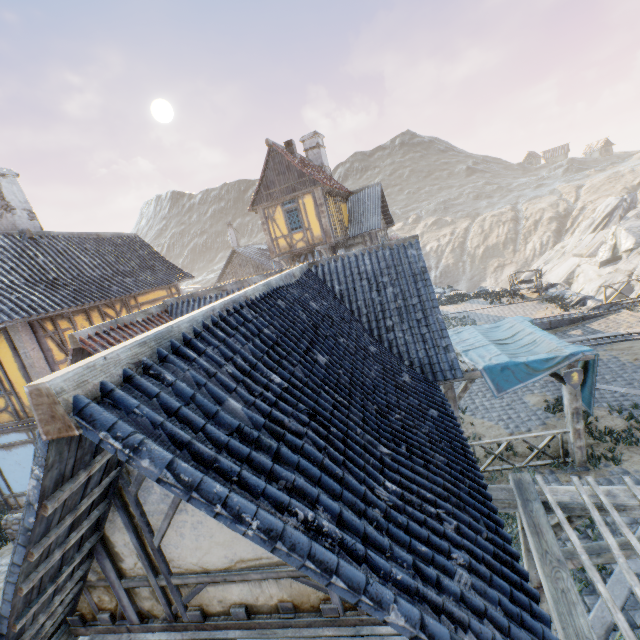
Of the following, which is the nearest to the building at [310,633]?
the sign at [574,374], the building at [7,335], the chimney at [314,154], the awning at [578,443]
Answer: the awning at [578,443]

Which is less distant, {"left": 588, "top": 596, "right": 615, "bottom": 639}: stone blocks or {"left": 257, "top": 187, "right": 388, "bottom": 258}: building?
{"left": 588, "top": 596, "right": 615, "bottom": 639}: stone blocks

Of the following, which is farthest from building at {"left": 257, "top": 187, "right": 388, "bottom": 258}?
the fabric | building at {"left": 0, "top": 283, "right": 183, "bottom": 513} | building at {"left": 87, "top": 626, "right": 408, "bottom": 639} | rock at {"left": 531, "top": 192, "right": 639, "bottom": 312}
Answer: the fabric

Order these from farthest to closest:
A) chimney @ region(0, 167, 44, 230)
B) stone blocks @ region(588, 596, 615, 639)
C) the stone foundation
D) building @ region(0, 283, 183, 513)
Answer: chimney @ region(0, 167, 44, 230) < the stone foundation < building @ region(0, 283, 183, 513) < stone blocks @ region(588, 596, 615, 639)

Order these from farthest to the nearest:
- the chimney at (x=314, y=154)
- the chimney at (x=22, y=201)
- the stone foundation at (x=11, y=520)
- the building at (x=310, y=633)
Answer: the chimney at (x=314, y=154)
the chimney at (x=22, y=201)
the stone foundation at (x=11, y=520)
the building at (x=310, y=633)

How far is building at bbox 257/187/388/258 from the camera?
18.0 meters

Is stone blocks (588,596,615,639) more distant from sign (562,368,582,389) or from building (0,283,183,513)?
sign (562,368,582,389)

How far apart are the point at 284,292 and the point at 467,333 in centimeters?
672cm
